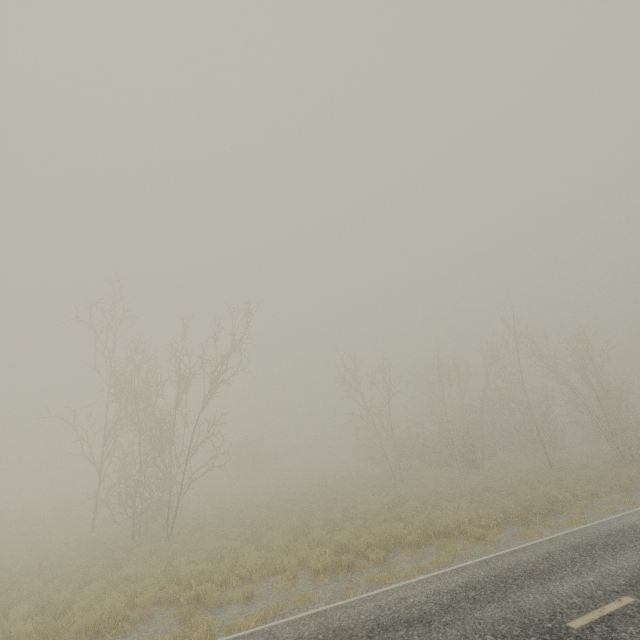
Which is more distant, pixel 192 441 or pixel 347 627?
pixel 192 441

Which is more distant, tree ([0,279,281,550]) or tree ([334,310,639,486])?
tree ([334,310,639,486])

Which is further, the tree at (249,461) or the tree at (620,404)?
the tree at (620,404)
